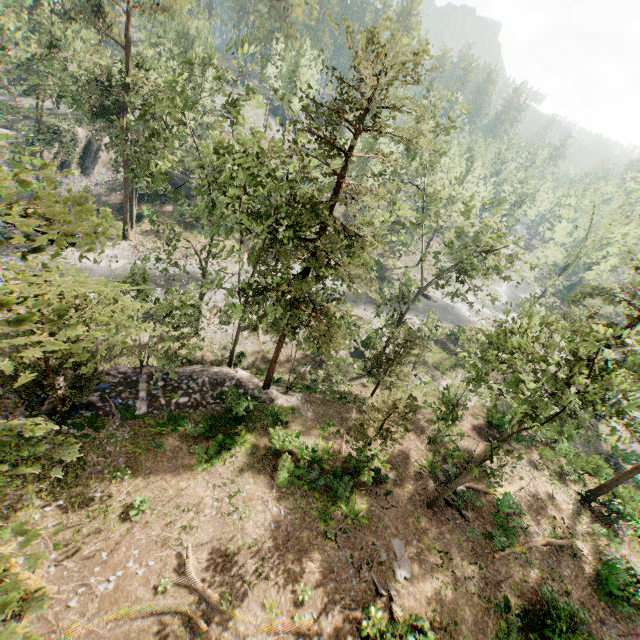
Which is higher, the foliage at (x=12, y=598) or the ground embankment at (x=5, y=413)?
the foliage at (x=12, y=598)

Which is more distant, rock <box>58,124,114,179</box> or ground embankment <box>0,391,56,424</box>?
rock <box>58,124,114,179</box>

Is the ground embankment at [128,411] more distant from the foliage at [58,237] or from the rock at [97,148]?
the rock at [97,148]

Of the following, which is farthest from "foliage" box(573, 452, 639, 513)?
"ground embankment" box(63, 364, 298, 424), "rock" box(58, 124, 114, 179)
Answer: "rock" box(58, 124, 114, 179)

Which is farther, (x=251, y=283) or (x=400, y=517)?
(x=251, y=283)

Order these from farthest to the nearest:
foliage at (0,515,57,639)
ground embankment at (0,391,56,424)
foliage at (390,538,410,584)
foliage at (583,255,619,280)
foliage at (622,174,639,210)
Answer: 1. foliage at (583,255,619,280)
2. foliage at (622,174,639,210)
3. ground embankment at (0,391,56,424)
4. foliage at (390,538,410,584)
5. foliage at (0,515,57,639)

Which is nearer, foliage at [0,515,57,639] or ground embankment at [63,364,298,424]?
foliage at [0,515,57,639]

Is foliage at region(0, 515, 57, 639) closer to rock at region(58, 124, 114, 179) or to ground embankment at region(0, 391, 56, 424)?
ground embankment at region(0, 391, 56, 424)
